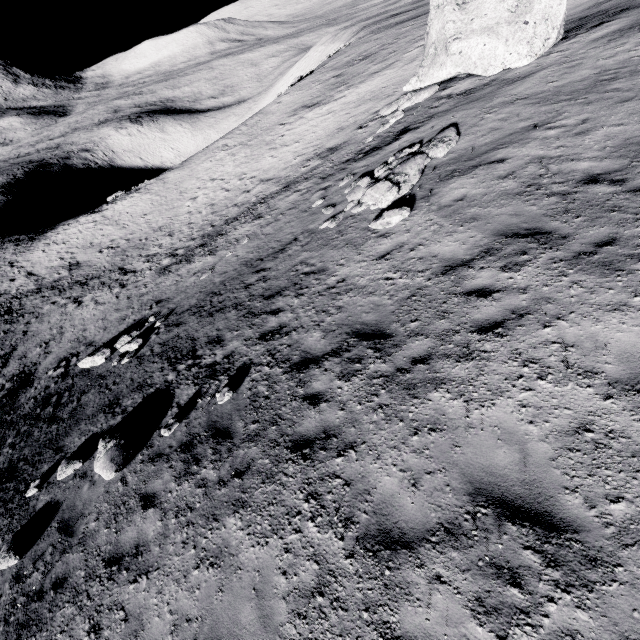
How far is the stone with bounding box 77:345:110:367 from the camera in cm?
1506

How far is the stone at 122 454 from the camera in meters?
7.9

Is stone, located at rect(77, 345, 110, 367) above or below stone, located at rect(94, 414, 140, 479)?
below

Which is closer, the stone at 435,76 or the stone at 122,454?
the stone at 122,454

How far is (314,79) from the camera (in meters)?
40.34

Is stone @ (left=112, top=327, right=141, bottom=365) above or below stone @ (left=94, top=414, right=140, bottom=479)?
below

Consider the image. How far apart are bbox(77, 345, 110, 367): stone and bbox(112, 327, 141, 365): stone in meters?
0.8

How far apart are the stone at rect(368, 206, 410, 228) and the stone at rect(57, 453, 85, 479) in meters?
11.0 m
